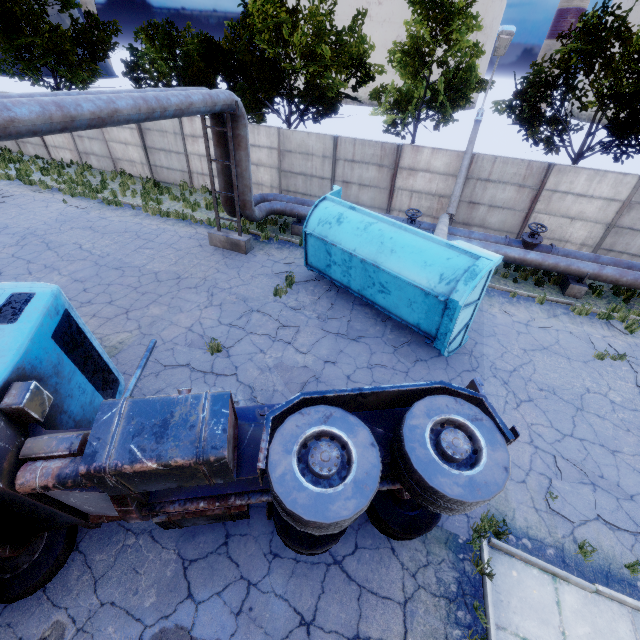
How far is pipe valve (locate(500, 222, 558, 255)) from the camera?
11.9 meters

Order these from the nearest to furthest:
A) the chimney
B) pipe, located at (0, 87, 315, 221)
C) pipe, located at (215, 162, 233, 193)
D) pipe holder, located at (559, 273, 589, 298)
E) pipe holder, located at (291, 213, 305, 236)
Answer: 1. pipe, located at (0, 87, 315, 221)
2. pipe holder, located at (559, 273, 589, 298)
3. pipe, located at (215, 162, 233, 193)
4. pipe holder, located at (291, 213, 305, 236)
5. the chimney

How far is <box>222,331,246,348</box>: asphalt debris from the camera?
8.6m

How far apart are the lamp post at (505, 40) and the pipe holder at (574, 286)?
4.7 meters

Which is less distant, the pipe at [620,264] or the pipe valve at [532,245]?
the pipe at [620,264]

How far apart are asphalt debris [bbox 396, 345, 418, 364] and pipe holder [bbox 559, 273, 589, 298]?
6.6 meters

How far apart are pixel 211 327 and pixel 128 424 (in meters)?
6.09

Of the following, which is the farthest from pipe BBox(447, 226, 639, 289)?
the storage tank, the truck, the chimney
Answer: the storage tank
